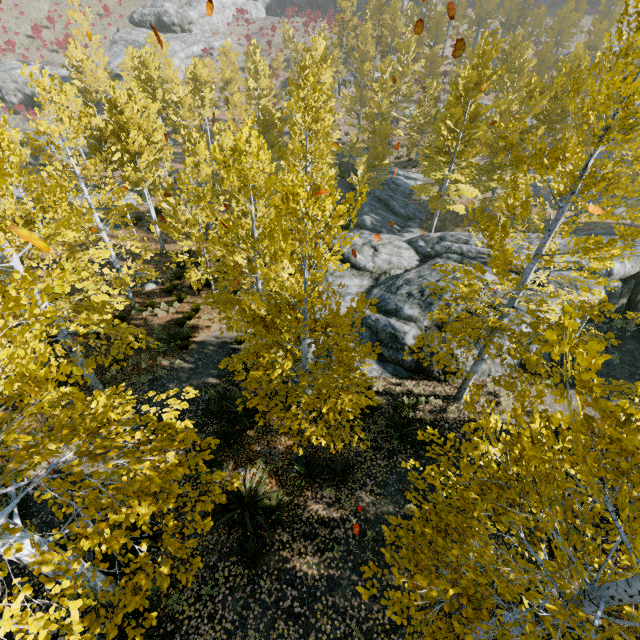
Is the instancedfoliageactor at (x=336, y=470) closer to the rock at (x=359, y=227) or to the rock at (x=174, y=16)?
the rock at (x=359, y=227)

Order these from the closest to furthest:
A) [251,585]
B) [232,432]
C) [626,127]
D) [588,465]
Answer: [588,465]
[626,127]
[251,585]
[232,432]

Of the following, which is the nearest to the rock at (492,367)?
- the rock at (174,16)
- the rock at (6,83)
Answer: the rock at (6,83)

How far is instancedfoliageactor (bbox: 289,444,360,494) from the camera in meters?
8.1 m

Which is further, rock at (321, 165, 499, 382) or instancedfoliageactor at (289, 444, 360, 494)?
rock at (321, 165, 499, 382)

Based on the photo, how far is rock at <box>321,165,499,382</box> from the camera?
12.0 meters

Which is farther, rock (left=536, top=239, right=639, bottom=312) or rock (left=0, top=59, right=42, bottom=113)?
A: rock (left=0, top=59, right=42, bottom=113)

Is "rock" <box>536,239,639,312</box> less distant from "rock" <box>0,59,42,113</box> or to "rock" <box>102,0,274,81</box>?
"rock" <box>0,59,42,113</box>
